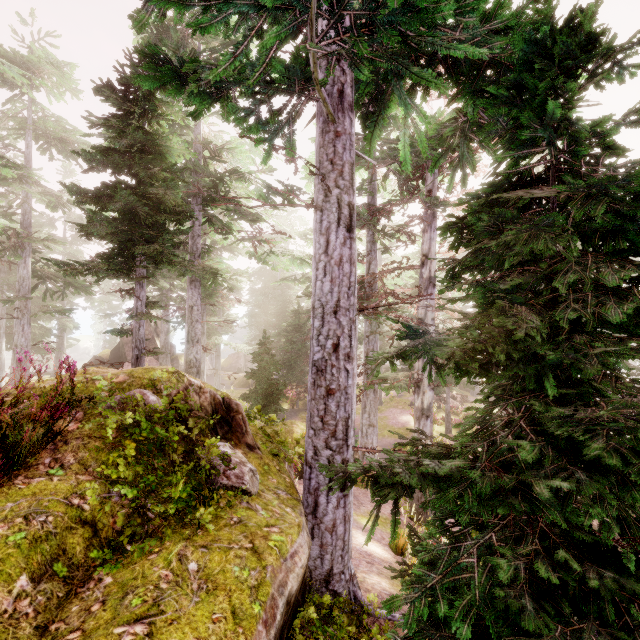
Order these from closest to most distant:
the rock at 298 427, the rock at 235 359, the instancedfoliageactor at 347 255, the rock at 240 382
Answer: the instancedfoliageactor at 347 255
the rock at 298 427
the rock at 240 382
the rock at 235 359

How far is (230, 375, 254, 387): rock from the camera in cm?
3606

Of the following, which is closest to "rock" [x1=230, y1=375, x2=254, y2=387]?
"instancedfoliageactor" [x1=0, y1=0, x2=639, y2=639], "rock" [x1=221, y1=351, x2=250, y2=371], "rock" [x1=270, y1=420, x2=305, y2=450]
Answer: "instancedfoliageactor" [x1=0, y1=0, x2=639, y2=639]

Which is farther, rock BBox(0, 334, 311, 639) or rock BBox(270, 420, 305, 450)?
rock BBox(270, 420, 305, 450)

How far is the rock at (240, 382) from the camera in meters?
36.1

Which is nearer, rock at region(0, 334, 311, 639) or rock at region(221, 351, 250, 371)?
rock at region(0, 334, 311, 639)

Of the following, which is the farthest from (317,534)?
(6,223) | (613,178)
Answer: (6,223)

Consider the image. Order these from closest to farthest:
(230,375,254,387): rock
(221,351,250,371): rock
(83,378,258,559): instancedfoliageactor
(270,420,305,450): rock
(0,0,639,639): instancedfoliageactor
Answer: (0,0,639,639): instancedfoliageactor
(83,378,258,559): instancedfoliageactor
(270,420,305,450): rock
(230,375,254,387): rock
(221,351,250,371): rock
